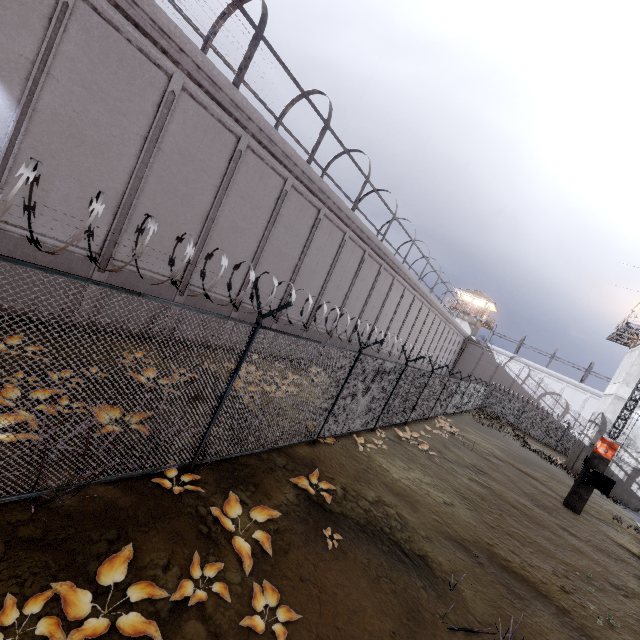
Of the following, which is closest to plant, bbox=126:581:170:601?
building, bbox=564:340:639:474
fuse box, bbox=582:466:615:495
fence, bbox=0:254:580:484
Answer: fence, bbox=0:254:580:484

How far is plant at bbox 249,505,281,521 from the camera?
5.1 meters

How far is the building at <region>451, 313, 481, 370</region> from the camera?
47.6 meters

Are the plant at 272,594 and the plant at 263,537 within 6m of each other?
yes

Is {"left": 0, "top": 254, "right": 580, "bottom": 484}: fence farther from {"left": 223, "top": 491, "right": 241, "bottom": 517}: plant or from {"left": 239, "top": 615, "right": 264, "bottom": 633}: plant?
{"left": 239, "top": 615, "right": 264, "bottom": 633}: plant

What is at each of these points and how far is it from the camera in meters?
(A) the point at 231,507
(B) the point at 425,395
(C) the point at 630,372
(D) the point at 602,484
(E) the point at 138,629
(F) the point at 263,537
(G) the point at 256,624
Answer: (A) plant, 5.1
(B) fence, 16.2
(C) building, 23.5
(D) fuse box, 14.3
(E) plant, 3.1
(F) plant, 4.7
(G) plant, 3.6

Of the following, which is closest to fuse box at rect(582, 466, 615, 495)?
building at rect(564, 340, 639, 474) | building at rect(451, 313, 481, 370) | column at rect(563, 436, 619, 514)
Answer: column at rect(563, 436, 619, 514)

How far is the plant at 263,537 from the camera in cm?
456
